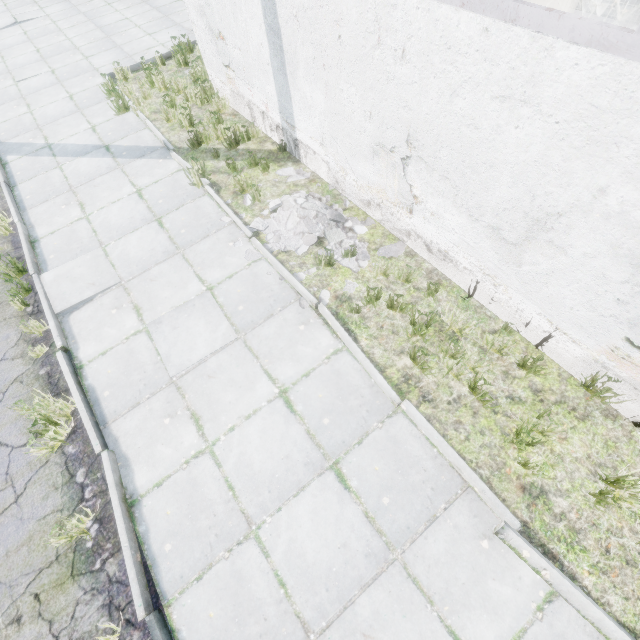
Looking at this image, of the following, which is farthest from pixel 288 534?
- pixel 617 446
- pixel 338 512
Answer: pixel 617 446

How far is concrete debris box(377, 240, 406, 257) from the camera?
4.82m

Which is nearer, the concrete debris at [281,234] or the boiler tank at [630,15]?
the concrete debris at [281,234]

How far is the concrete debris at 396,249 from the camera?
4.82m

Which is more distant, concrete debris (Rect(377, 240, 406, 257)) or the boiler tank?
the boiler tank

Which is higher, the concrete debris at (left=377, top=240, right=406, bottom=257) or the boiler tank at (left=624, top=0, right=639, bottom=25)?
the boiler tank at (left=624, top=0, right=639, bottom=25)
